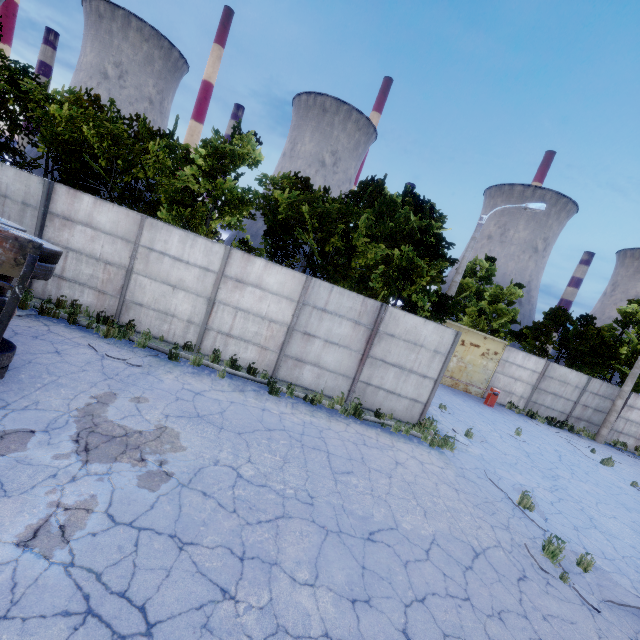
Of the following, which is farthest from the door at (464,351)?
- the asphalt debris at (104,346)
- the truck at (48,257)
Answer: the truck at (48,257)

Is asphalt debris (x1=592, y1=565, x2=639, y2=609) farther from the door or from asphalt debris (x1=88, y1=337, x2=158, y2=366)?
the door

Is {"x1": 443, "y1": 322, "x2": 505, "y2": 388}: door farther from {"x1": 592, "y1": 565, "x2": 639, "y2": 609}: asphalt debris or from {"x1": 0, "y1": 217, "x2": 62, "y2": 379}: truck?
{"x1": 0, "y1": 217, "x2": 62, "y2": 379}: truck

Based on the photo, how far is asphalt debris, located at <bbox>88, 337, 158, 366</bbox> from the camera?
8.46m

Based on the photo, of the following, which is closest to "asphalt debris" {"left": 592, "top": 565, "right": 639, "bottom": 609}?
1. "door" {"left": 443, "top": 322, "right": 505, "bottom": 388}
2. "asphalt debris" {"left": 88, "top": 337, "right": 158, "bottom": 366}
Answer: "asphalt debris" {"left": 88, "top": 337, "right": 158, "bottom": 366}

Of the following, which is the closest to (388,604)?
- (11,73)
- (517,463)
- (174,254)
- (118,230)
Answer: (517,463)

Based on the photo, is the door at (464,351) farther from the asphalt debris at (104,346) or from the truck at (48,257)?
the truck at (48,257)
